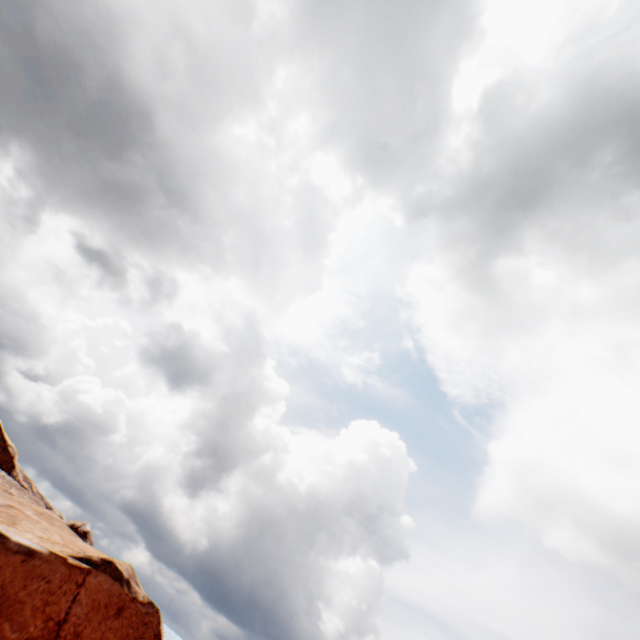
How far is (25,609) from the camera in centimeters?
950cm
